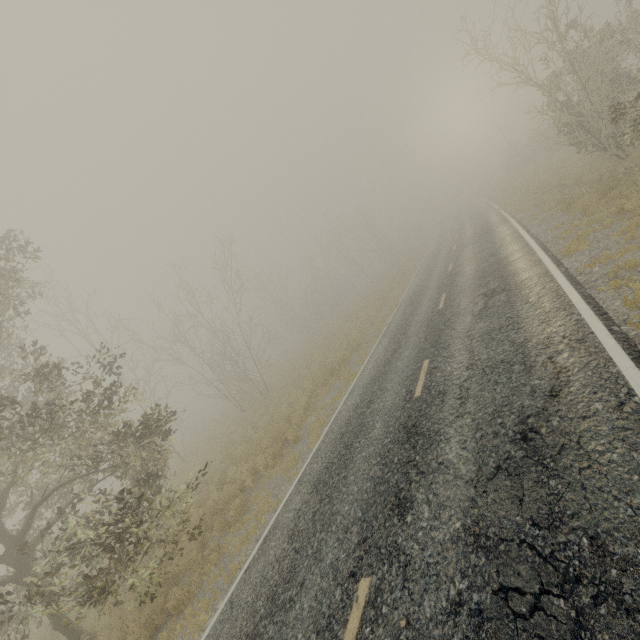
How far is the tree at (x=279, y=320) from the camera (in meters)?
41.59

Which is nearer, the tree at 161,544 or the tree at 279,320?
the tree at 161,544

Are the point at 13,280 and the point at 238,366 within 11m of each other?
no

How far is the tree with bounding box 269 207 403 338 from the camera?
41.59m

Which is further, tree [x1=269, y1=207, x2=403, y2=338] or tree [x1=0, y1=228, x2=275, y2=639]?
tree [x1=269, y1=207, x2=403, y2=338]
